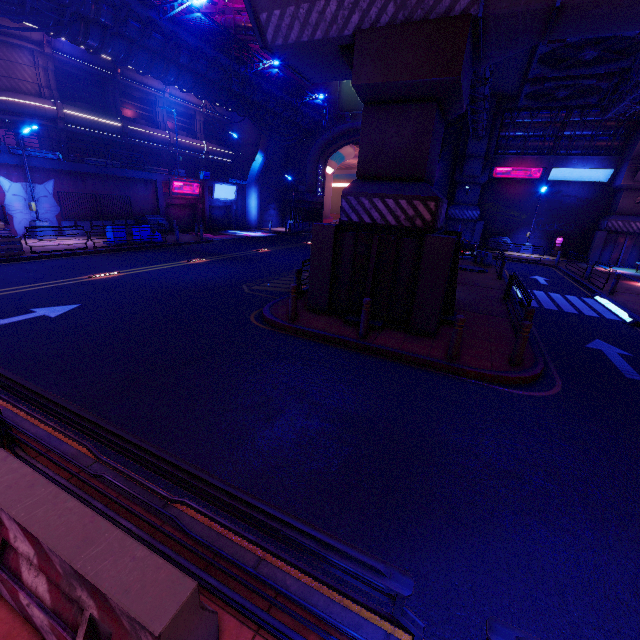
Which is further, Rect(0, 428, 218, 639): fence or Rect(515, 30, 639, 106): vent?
Rect(515, 30, 639, 106): vent

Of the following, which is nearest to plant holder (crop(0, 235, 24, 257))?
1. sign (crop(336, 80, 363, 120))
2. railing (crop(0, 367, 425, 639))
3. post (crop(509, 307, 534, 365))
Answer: railing (crop(0, 367, 425, 639))

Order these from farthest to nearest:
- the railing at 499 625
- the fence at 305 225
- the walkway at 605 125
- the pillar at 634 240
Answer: the fence at 305 225 < the walkway at 605 125 < the pillar at 634 240 < the railing at 499 625

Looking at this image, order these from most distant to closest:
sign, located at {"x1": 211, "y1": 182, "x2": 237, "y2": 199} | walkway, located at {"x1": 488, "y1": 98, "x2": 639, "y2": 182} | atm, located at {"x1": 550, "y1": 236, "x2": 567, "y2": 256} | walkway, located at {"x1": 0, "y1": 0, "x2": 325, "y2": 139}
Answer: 1. sign, located at {"x1": 211, "y1": 182, "x2": 237, "y2": 199}
2. atm, located at {"x1": 550, "y1": 236, "x2": 567, "y2": 256}
3. walkway, located at {"x1": 488, "y1": 98, "x2": 639, "y2": 182}
4. walkway, located at {"x1": 0, "y1": 0, "x2": 325, "y2": 139}

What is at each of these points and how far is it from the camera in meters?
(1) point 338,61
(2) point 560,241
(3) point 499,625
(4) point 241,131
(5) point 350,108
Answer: (1) walkway, 9.9
(2) atm, 31.1
(3) railing, 1.7
(4) building, 39.7
(5) sign, 34.6

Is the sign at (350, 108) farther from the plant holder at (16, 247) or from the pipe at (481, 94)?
the plant holder at (16, 247)

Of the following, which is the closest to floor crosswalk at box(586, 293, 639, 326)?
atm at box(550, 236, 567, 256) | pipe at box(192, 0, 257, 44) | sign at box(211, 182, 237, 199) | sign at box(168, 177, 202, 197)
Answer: pipe at box(192, 0, 257, 44)

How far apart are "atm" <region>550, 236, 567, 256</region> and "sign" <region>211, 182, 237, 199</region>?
32.4m
